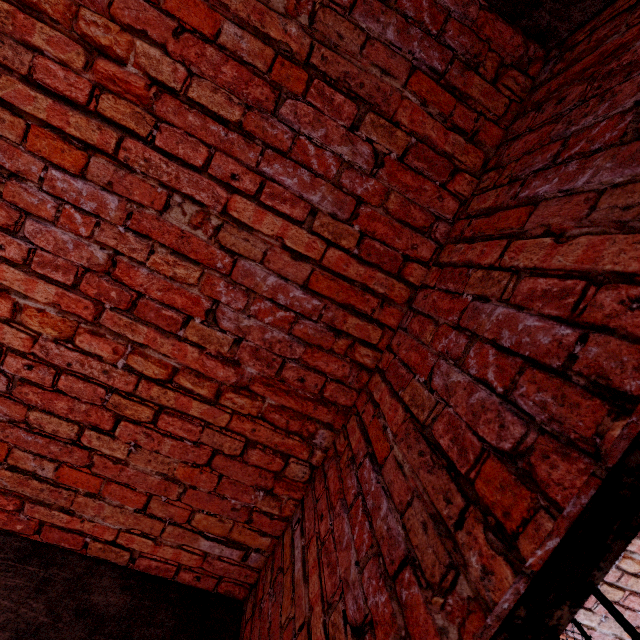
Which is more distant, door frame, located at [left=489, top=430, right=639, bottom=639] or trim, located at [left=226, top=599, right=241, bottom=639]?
trim, located at [left=226, top=599, right=241, bottom=639]

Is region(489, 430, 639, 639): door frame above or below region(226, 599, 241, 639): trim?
above

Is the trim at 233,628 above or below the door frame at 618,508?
below

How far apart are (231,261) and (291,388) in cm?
64

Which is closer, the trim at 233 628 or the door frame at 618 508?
the door frame at 618 508
